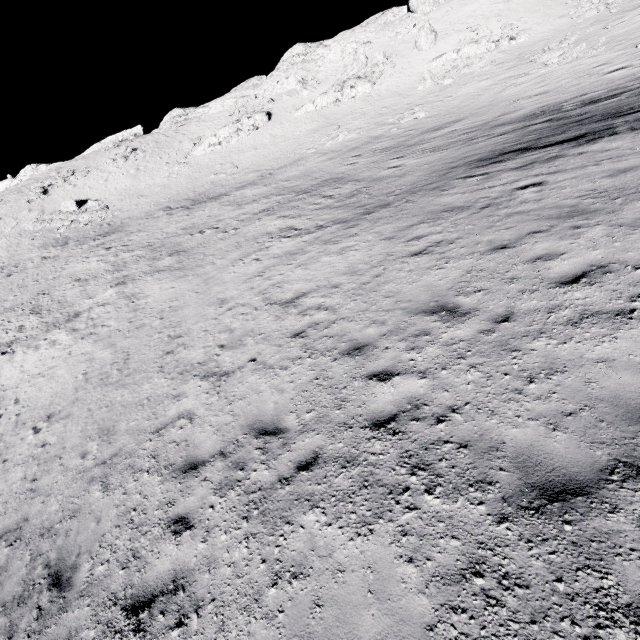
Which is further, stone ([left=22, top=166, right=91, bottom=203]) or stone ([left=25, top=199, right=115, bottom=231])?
stone ([left=22, top=166, right=91, bottom=203])

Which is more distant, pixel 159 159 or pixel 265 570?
pixel 159 159

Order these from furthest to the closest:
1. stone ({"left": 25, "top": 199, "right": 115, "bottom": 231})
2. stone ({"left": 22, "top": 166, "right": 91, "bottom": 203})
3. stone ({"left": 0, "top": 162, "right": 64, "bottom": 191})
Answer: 1. stone ({"left": 0, "top": 162, "right": 64, "bottom": 191})
2. stone ({"left": 22, "top": 166, "right": 91, "bottom": 203})
3. stone ({"left": 25, "top": 199, "right": 115, "bottom": 231})

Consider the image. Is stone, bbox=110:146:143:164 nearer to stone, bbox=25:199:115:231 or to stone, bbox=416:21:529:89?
stone, bbox=25:199:115:231

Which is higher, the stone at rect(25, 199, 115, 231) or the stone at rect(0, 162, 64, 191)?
the stone at rect(0, 162, 64, 191)

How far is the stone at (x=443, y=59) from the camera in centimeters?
3606cm

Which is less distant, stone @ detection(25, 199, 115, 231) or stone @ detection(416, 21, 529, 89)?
stone @ detection(416, 21, 529, 89)

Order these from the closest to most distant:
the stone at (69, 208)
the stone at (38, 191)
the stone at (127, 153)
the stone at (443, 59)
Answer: the stone at (443, 59) < the stone at (69, 208) < the stone at (38, 191) < the stone at (127, 153)
